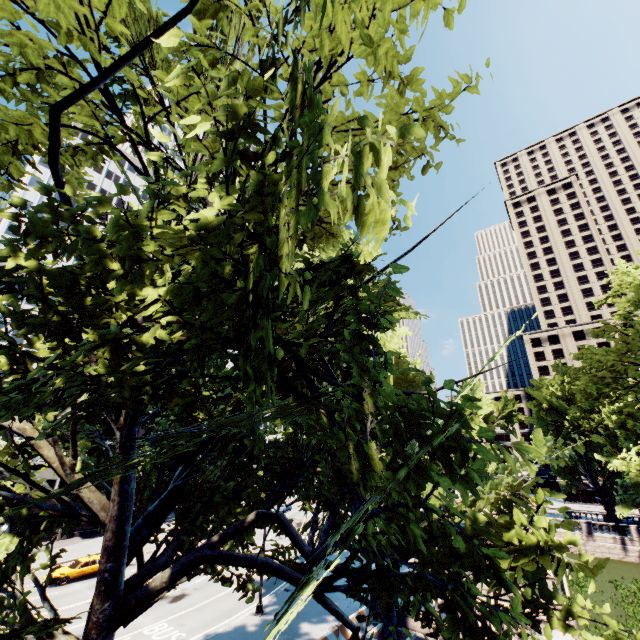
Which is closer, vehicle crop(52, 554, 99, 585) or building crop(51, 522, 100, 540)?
vehicle crop(52, 554, 99, 585)

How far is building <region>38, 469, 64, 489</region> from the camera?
40.4m

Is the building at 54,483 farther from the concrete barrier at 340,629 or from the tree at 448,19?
the concrete barrier at 340,629

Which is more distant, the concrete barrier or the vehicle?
the vehicle

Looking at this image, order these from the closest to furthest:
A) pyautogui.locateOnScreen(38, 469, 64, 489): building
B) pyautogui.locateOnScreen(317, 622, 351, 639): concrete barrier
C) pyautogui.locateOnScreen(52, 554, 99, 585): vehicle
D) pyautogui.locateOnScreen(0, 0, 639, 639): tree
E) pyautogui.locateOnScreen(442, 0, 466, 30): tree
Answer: pyautogui.locateOnScreen(0, 0, 639, 639): tree, pyautogui.locateOnScreen(442, 0, 466, 30): tree, pyautogui.locateOnScreen(317, 622, 351, 639): concrete barrier, pyautogui.locateOnScreen(52, 554, 99, 585): vehicle, pyautogui.locateOnScreen(38, 469, 64, 489): building

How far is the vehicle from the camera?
27.1 meters

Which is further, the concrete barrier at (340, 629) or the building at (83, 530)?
the building at (83, 530)

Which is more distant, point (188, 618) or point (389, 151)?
Result: point (188, 618)
